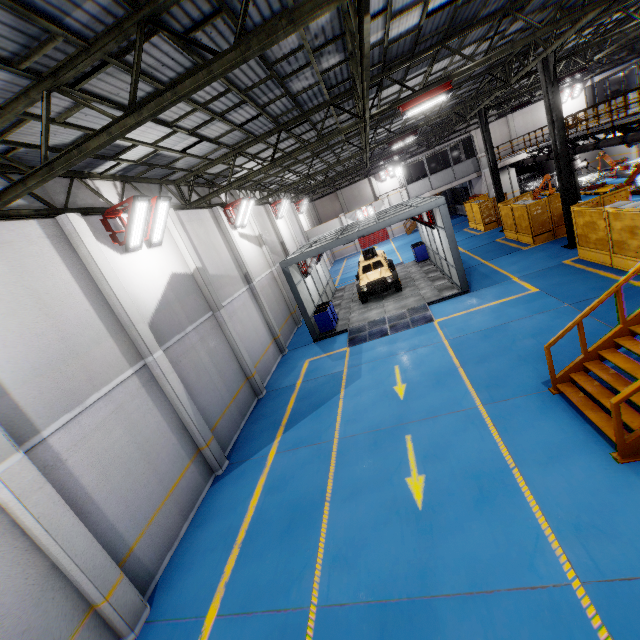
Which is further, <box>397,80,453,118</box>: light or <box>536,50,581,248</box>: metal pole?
<box>536,50,581,248</box>: metal pole

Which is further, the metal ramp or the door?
the door

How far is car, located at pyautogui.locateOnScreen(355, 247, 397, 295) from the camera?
18.02m

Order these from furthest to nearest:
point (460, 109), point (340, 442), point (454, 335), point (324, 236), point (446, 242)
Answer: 1. point (460, 109)
2. point (324, 236)
3. point (446, 242)
4. point (454, 335)
5. point (340, 442)

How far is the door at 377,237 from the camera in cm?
4131

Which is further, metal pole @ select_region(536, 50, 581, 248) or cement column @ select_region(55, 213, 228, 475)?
metal pole @ select_region(536, 50, 581, 248)

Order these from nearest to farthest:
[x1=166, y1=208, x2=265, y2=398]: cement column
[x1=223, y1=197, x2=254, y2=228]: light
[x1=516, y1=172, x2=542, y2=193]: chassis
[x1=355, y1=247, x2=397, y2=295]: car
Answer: [x1=166, y1=208, x2=265, y2=398]: cement column, [x1=223, y1=197, x2=254, y2=228]: light, [x1=355, y1=247, x2=397, y2=295]: car, [x1=516, y1=172, x2=542, y2=193]: chassis

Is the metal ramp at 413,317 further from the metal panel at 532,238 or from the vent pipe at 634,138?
the vent pipe at 634,138
